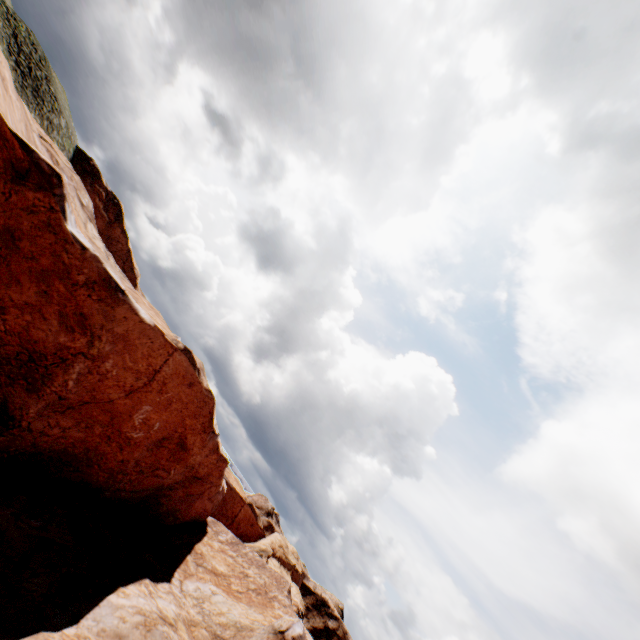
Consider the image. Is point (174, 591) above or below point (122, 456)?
below
